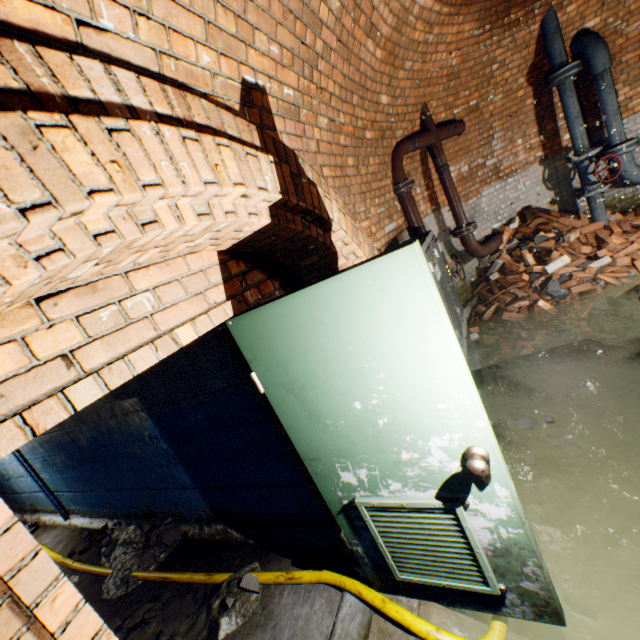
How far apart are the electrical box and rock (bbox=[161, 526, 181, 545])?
3.34m

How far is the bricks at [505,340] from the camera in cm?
446

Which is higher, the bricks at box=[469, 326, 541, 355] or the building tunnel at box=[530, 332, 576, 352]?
the bricks at box=[469, 326, 541, 355]

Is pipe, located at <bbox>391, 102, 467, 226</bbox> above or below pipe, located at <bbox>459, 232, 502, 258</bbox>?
above

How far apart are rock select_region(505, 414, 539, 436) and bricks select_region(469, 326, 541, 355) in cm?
155

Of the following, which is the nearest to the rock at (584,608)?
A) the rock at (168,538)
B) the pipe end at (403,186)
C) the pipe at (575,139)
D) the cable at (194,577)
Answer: the cable at (194,577)

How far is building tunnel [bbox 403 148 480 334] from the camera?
5.0 meters

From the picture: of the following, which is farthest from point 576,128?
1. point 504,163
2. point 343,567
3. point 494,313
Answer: point 343,567
